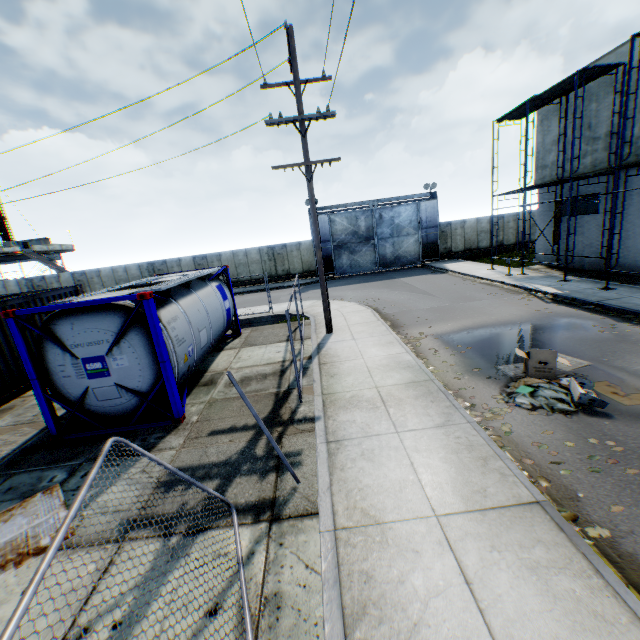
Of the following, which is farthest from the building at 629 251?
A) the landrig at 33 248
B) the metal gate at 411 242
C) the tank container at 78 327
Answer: the landrig at 33 248

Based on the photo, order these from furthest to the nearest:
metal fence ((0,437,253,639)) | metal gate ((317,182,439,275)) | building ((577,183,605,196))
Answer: metal gate ((317,182,439,275)) → building ((577,183,605,196)) → metal fence ((0,437,253,639))

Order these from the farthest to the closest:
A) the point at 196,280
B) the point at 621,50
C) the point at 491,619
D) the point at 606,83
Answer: the point at 606,83, the point at 621,50, the point at 196,280, the point at 491,619

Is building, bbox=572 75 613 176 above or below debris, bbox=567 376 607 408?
above

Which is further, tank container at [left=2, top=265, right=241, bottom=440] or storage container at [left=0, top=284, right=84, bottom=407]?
storage container at [left=0, top=284, right=84, bottom=407]

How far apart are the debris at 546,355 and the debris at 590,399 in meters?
0.3 m

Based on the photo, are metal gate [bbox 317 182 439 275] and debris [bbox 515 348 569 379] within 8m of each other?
no

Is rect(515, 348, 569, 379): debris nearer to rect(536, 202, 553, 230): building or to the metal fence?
the metal fence
